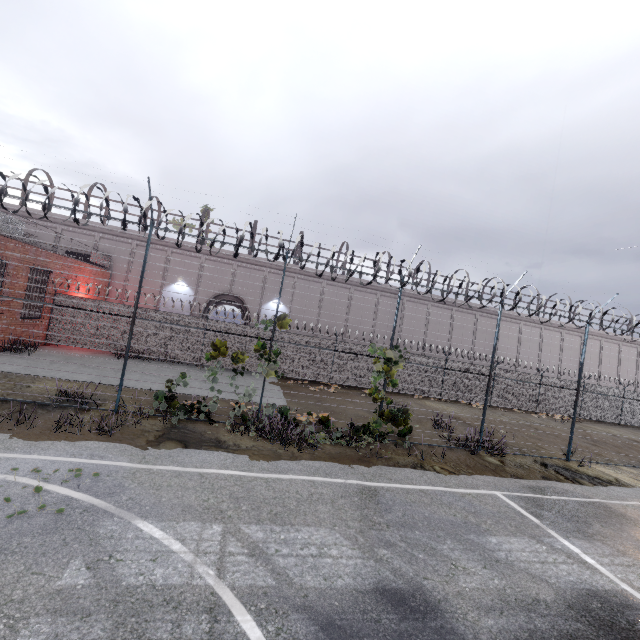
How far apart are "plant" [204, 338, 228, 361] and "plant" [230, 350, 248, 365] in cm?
15

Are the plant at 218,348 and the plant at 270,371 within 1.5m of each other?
yes

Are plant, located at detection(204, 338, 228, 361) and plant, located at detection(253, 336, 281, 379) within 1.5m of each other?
yes

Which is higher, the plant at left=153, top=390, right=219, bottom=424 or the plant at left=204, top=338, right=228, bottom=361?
the plant at left=204, top=338, right=228, bottom=361

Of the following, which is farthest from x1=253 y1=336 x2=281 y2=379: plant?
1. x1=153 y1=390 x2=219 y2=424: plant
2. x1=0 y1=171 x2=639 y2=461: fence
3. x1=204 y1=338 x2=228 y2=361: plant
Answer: x1=153 y1=390 x2=219 y2=424: plant

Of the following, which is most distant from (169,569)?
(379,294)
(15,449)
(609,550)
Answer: (379,294)

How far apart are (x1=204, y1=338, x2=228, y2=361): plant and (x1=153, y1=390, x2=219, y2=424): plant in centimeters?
117cm

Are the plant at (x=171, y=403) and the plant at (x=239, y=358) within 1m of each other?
no
